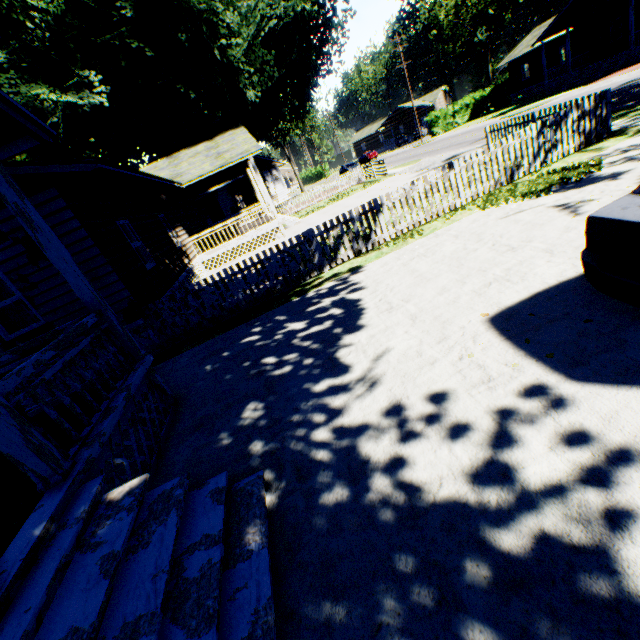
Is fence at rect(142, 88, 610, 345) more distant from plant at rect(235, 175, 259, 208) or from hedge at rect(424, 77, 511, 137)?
hedge at rect(424, 77, 511, 137)

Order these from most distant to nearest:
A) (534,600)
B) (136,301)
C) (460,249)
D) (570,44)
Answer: (570,44) < (136,301) < (460,249) < (534,600)

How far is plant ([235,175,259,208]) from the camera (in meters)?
27.78

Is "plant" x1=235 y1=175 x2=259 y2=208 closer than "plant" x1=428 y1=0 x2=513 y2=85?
Yes

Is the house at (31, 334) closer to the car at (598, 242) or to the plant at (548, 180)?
the plant at (548, 180)

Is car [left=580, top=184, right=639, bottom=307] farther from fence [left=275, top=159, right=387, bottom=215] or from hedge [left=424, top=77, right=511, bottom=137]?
hedge [left=424, top=77, right=511, bottom=137]

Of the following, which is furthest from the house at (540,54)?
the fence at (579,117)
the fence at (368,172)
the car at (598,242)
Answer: the car at (598,242)

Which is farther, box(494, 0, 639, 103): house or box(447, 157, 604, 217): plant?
box(494, 0, 639, 103): house
